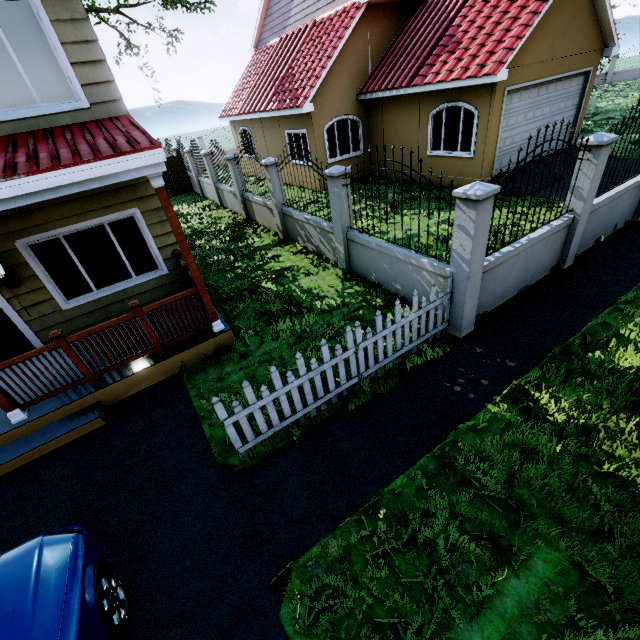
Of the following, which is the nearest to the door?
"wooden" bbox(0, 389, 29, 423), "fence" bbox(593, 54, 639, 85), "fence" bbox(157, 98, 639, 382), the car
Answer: "wooden" bbox(0, 389, 29, 423)

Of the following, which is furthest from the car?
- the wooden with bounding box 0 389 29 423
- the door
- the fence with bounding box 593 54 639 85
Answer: the fence with bounding box 593 54 639 85

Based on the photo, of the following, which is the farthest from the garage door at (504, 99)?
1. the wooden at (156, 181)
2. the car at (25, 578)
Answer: the car at (25, 578)

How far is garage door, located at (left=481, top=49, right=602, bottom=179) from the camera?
10.0 meters

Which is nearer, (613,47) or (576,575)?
(576,575)

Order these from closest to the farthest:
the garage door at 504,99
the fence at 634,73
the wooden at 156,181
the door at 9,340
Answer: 1. the wooden at 156,181
2. the door at 9,340
3. the garage door at 504,99
4. the fence at 634,73

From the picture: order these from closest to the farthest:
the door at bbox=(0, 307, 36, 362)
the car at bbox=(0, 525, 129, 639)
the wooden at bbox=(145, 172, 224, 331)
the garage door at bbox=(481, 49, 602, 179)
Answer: the car at bbox=(0, 525, 129, 639)
the wooden at bbox=(145, 172, 224, 331)
the door at bbox=(0, 307, 36, 362)
the garage door at bbox=(481, 49, 602, 179)

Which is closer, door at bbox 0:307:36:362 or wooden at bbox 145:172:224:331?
wooden at bbox 145:172:224:331
